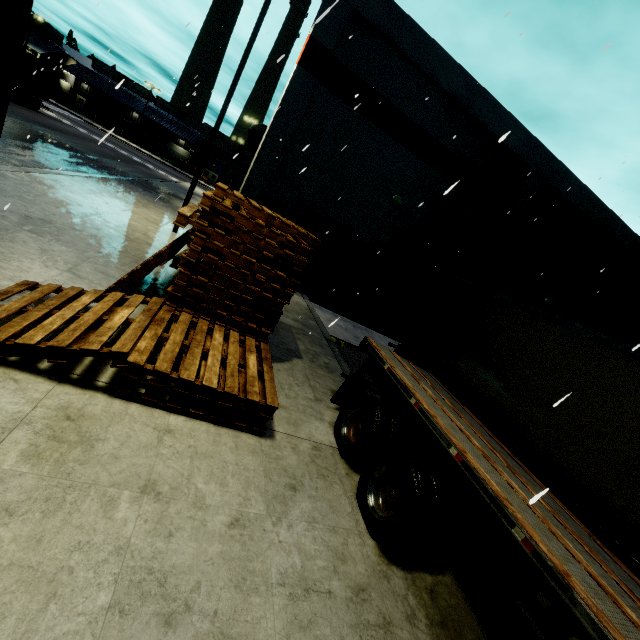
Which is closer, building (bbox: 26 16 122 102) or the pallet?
the pallet

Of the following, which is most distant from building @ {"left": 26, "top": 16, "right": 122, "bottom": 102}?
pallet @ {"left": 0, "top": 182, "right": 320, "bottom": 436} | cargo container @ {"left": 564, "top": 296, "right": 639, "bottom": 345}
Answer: cargo container @ {"left": 564, "top": 296, "right": 639, "bottom": 345}

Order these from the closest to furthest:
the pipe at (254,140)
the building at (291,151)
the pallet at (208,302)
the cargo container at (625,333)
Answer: the pallet at (208,302), the cargo container at (625,333), the building at (291,151), the pipe at (254,140)

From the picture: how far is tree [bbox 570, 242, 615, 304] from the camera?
17.7 meters

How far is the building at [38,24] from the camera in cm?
5248

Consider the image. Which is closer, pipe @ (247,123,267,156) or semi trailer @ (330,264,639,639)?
semi trailer @ (330,264,639,639)

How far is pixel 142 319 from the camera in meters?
4.5

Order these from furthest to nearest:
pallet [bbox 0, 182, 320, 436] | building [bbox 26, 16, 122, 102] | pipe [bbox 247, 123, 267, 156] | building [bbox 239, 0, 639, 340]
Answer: building [bbox 26, 16, 122, 102]
pipe [bbox 247, 123, 267, 156]
building [bbox 239, 0, 639, 340]
pallet [bbox 0, 182, 320, 436]
